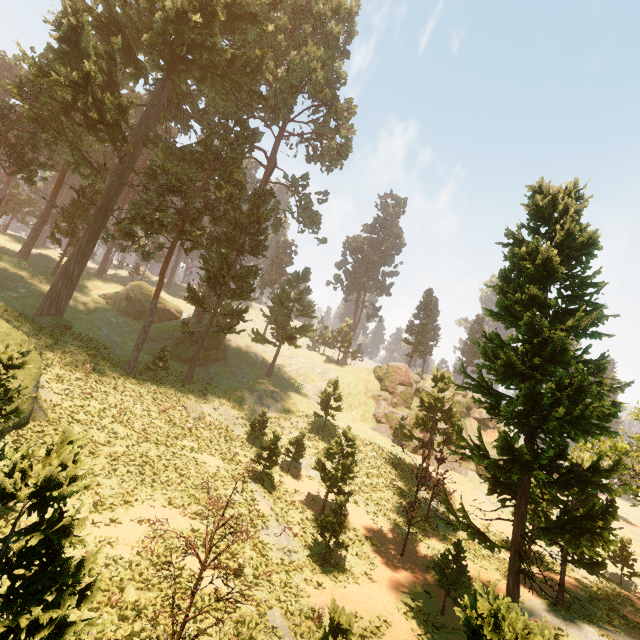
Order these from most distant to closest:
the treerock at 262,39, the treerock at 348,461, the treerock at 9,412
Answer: the treerock at 262,39, the treerock at 348,461, the treerock at 9,412

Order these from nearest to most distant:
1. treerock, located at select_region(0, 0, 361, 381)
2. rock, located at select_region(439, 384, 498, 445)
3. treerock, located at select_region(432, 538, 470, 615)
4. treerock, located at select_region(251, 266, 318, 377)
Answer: treerock, located at select_region(432, 538, 470, 615) → treerock, located at select_region(0, 0, 361, 381) → treerock, located at select_region(251, 266, 318, 377) → rock, located at select_region(439, 384, 498, 445)

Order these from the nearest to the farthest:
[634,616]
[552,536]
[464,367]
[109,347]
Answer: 1. [552,536]
2. [464,367]
3. [634,616]
4. [109,347]

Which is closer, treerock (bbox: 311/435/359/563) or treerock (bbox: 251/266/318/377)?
treerock (bbox: 311/435/359/563)

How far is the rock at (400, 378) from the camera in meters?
43.9

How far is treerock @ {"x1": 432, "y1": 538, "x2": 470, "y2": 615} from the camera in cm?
1639
